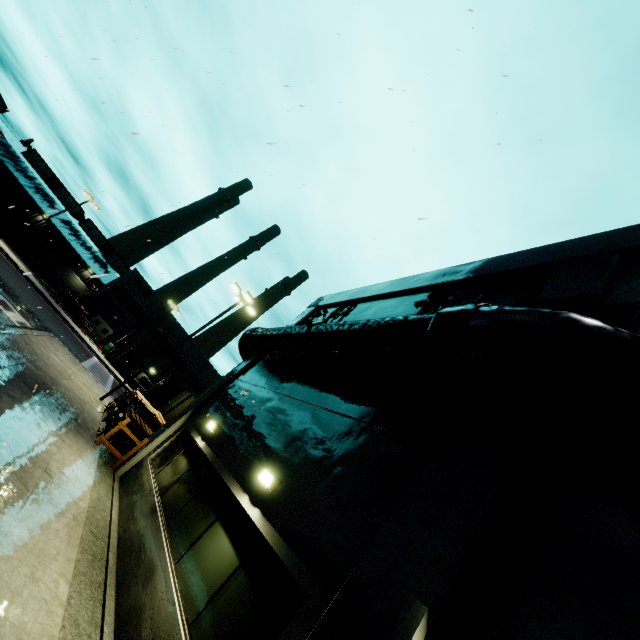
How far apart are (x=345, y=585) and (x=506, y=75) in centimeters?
725cm

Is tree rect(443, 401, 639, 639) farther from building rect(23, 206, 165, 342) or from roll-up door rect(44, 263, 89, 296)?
roll-up door rect(44, 263, 89, 296)

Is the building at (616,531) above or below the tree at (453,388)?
below

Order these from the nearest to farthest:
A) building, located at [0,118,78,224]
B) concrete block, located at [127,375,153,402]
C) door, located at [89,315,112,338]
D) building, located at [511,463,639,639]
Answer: building, located at [511,463,639,639] → concrete block, located at [127,375,153,402] → building, located at [0,118,78,224] → door, located at [89,315,112,338]

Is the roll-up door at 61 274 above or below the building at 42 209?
below

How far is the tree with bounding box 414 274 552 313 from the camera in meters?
6.5

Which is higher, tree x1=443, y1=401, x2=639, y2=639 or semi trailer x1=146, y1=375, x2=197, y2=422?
tree x1=443, y1=401, x2=639, y2=639

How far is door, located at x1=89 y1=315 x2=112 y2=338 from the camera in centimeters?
4377cm
